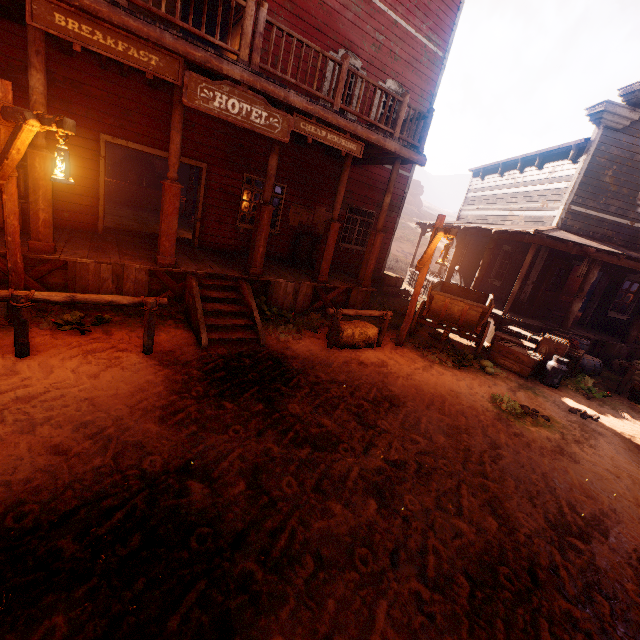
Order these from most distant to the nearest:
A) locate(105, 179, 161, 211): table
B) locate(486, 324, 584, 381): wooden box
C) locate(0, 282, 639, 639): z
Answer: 1. locate(105, 179, 161, 211): table
2. locate(486, 324, 584, 381): wooden box
3. locate(0, 282, 639, 639): z

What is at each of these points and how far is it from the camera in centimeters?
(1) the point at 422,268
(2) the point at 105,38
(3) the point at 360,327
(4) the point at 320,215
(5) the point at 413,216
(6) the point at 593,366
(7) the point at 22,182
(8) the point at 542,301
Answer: Result:
(1) light pole, 782cm
(2) sign, 472cm
(3) hay bale, 758cm
(4) poster, 1130cm
(5) z, 5525cm
(6) barrel, 965cm
(7) wooden box, 650cm
(8) bp, 1170cm

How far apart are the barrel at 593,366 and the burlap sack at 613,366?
1.1m

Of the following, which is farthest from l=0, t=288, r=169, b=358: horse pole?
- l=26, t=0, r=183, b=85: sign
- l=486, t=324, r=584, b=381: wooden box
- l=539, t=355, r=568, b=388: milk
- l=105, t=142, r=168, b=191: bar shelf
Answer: l=105, t=142, r=168, b=191: bar shelf

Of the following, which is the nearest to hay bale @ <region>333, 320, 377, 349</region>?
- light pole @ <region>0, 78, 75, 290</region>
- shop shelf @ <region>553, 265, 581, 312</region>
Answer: light pole @ <region>0, 78, 75, 290</region>

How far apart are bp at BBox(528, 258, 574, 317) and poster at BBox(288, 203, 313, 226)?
7.8m

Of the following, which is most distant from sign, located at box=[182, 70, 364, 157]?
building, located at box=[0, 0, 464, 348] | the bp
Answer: the bp

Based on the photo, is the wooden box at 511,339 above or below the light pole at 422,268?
below
